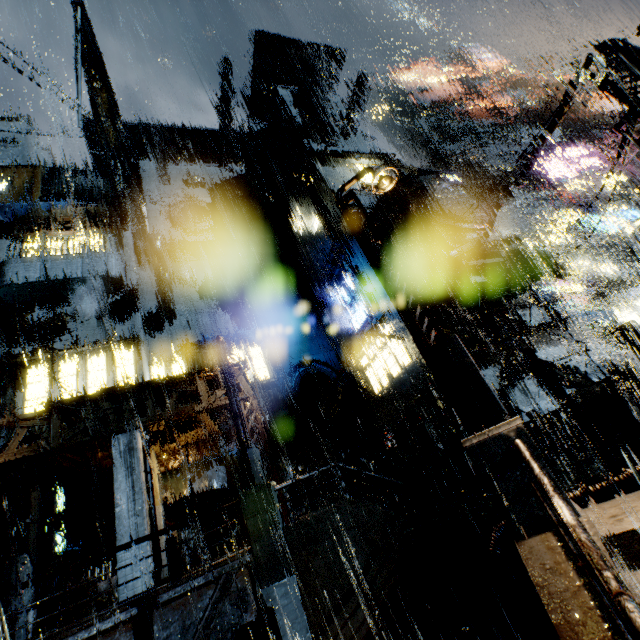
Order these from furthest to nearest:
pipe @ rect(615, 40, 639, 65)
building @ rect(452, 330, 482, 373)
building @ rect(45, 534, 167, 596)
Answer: building @ rect(452, 330, 482, 373)
building @ rect(45, 534, 167, 596)
pipe @ rect(615, 40, 639, 65)

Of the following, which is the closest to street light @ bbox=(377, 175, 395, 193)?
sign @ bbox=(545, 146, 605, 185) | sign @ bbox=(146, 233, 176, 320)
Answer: sign @ bbox=(146, 233, 176, 320)

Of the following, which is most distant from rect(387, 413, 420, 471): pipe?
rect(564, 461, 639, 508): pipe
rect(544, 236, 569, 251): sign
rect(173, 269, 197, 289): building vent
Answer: rect(173, 269, 197, 289): building vent

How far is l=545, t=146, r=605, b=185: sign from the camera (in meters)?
28.67

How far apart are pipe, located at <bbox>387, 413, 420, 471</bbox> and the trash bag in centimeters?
1078cm

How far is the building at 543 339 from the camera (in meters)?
18.33

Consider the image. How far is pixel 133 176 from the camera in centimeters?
2361cm
